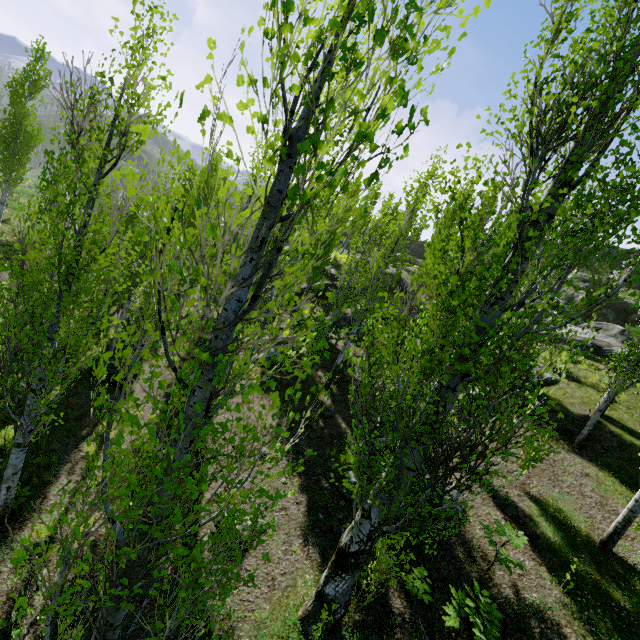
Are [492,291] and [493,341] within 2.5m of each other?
yes

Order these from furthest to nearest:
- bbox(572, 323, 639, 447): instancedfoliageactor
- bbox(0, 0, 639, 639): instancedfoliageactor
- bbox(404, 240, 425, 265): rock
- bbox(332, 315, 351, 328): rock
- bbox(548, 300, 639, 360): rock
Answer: bbox(404, 240, 425, 265): rock, bbox(332, 315, 351, 328): rock, bbox(548, 300, 639, 360): rock, bbox(572, 323, 639, 447): instancedfoliageactor, bbox(0, 0, 639, 639): instancedfoliageactor

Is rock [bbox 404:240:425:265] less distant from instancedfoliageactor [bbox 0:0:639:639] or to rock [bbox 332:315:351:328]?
instancedfoliageactor [bbox 0:0:639:639]

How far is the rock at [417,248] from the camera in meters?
49.9 m

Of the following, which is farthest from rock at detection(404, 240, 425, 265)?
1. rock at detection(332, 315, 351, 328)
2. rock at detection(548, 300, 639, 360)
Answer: rock at detection(332, 315, 351, 328)

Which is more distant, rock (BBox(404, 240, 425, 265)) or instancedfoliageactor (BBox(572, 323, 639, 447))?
rock (BBox(404, 240, 425, 265))

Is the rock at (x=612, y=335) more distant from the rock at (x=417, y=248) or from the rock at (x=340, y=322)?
the rock at (x=417, y=248)

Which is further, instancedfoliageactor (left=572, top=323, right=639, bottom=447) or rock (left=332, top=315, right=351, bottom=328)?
rock (left=332, top=315, right=351, bottom=328)
